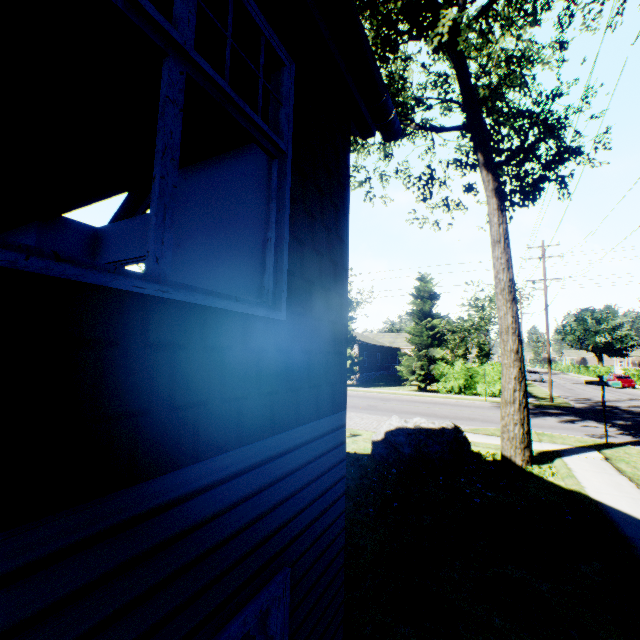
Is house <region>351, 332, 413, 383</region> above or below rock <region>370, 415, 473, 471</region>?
above

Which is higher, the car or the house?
the house

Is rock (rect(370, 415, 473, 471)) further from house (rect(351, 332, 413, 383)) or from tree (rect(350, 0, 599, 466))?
tree (rect(350, 0, 599, 466))

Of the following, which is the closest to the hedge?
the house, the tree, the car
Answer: the house

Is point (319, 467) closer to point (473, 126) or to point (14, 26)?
point (14, 26)

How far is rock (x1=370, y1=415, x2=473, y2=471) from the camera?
8.80m

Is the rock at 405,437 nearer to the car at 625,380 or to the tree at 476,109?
the tree at 476,109

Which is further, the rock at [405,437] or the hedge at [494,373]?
the hedge at [494,373]
